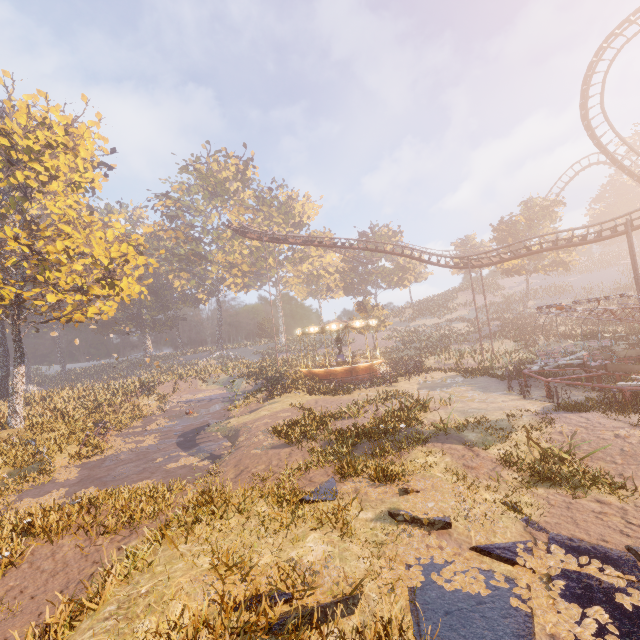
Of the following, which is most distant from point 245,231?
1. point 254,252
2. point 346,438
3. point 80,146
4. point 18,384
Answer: point 346,438

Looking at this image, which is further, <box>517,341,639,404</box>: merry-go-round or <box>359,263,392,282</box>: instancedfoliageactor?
<box>359,263,392,282</box>: instancedfoliageactor

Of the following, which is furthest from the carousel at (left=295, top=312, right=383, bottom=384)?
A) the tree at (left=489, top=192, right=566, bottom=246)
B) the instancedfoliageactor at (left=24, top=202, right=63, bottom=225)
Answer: the tree at (left=489, top=192, right=566, bottom=246)

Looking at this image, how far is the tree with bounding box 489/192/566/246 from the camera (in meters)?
40.38

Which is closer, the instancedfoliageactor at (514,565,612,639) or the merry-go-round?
the instancedfoliageactor at (514,565,612,639)

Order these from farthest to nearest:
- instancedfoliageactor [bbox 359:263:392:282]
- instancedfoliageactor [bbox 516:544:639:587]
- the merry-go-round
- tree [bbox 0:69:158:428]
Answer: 1. instancedfoliageactor [bbox 359:263:392:282]
2. tree [bbox 0:69:158:428]
3. the merry-go-round
4. instancedfoliageactor [bbox 516:544:639:587]

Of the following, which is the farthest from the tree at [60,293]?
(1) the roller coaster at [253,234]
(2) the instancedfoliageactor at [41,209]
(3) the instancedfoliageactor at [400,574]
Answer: (3) the instancedfoliageactor at [400,574]

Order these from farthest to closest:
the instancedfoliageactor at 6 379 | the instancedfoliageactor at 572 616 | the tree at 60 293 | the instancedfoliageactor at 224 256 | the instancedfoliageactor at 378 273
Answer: Result: the instancedfoliageactor at 378 273 < the instancedfoliageactor at 224 256 < the instancedfoliageactor at 6 379 < the tree at 60 293 < the instancedfoliageactor at 572 616
